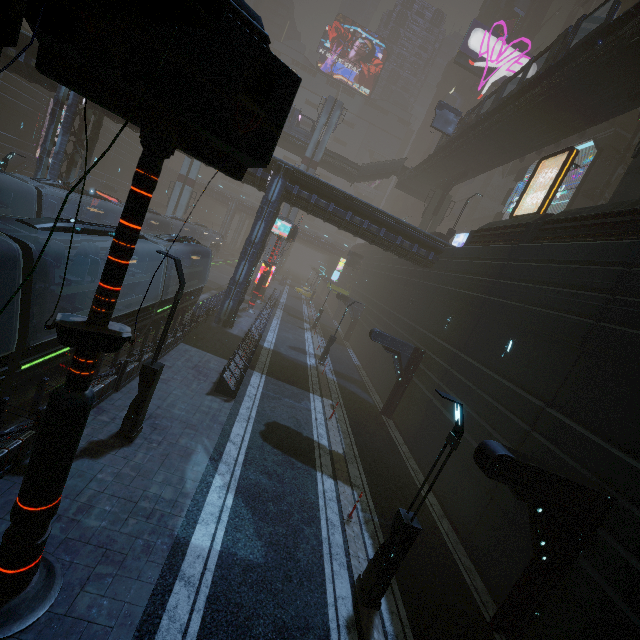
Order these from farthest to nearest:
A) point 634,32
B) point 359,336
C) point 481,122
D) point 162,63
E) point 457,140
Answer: point 359,336
point 457,140
point 481,122
point 634,32
point 162,63

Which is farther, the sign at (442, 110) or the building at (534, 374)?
the sign at (442, 110)

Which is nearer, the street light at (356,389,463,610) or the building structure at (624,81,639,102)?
the street light at (356,389,463,610)

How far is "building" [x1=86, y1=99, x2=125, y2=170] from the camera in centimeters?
2086cm

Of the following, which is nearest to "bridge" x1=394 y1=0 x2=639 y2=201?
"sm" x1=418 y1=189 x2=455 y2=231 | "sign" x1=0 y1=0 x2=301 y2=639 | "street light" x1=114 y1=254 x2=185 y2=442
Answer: "sm" x1=418 y1=189 x2=455 y2=231

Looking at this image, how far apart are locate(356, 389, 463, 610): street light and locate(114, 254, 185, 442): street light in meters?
7.1

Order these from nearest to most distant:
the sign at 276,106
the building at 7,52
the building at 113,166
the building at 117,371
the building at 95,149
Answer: the sign at 276,106, the building at 117,371, the building at 7,52, the building at 95,149, the building at 113,166

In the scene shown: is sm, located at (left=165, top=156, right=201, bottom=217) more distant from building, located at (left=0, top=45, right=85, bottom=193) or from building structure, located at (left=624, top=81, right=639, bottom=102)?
building structure, located at (left=624, top=81, right=639, bottom=102)
